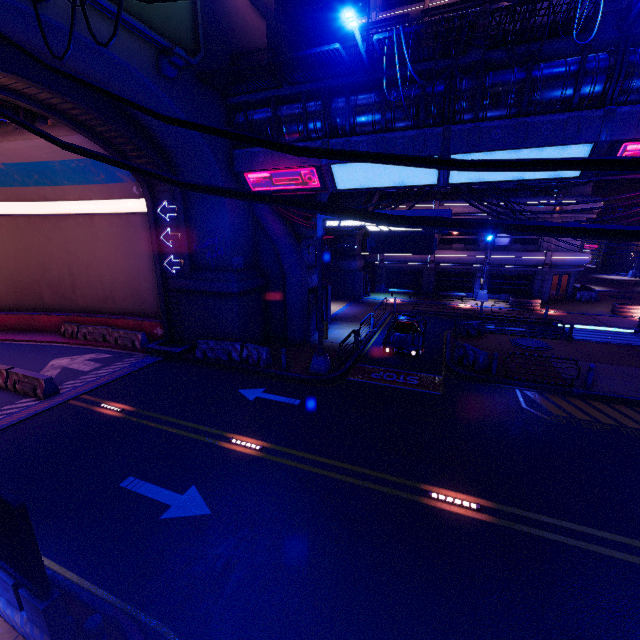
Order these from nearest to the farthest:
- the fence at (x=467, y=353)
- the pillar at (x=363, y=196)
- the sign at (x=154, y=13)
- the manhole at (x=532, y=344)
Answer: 1. the sign at (x=154, y=13)
2. the fence at (x=467, y=353)
3. the manhole at (x=532, y=344)
4. the pillar at (x=363, y=196)

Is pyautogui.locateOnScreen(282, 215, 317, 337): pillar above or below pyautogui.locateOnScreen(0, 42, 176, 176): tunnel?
below

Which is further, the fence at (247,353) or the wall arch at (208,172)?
the fence at (247,353)

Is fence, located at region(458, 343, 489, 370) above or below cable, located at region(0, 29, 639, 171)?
below

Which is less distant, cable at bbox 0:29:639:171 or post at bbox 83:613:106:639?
cable at bbox 0:29:639:171

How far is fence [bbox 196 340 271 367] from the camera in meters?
15.9 m

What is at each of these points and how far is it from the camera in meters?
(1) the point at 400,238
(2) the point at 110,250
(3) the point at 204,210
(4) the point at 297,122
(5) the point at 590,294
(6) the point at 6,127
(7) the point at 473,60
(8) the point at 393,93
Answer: (1) sign, 12.5
(2) tunnel, 20.0
(3) wall arch, 16.5
(4) walkway, 14.4
(5) fence, 30.7
(6) vent, 13.9
(7) walkway, 11.4
(8) walkway, 12.8

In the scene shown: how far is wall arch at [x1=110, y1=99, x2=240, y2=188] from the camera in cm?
1370
